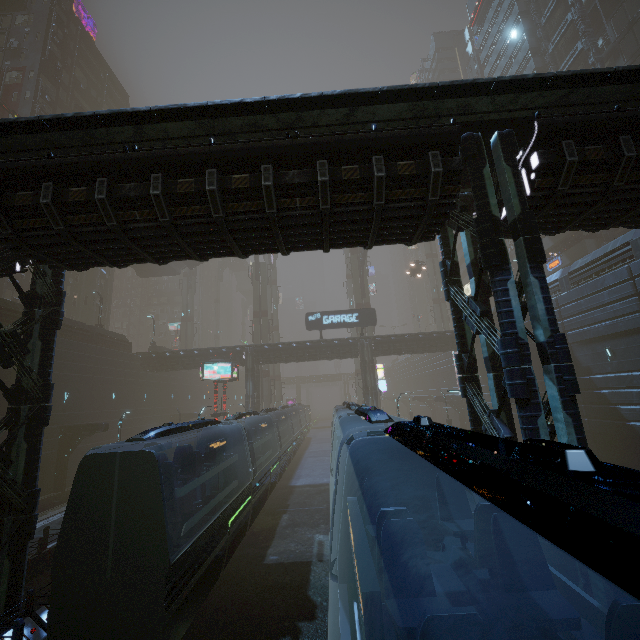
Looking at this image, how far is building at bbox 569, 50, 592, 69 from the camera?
34.34m

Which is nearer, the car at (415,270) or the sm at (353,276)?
the car at (415,270)

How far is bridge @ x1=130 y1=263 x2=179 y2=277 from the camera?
46.81m

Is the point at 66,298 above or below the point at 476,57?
below

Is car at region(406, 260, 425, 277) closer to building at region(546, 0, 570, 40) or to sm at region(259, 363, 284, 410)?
building at region(546, 0, 570, 40)

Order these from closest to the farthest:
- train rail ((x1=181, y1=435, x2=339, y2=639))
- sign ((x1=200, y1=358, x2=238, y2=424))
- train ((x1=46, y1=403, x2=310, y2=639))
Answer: train ((x1=46, y1=403, x2=310, y2=639))
train rail ((x1=181, y1=435, x2=339, y2=639))
sign ((x1=200, y1=358, x2=238, y2=424))

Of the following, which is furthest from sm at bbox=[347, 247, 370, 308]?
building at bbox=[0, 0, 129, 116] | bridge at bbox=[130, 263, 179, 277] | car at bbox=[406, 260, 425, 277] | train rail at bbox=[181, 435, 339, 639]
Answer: bridge at bbox=[130, 263, 179, 277]

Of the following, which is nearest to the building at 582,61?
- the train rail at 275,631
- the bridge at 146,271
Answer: the train rail at 275,631
